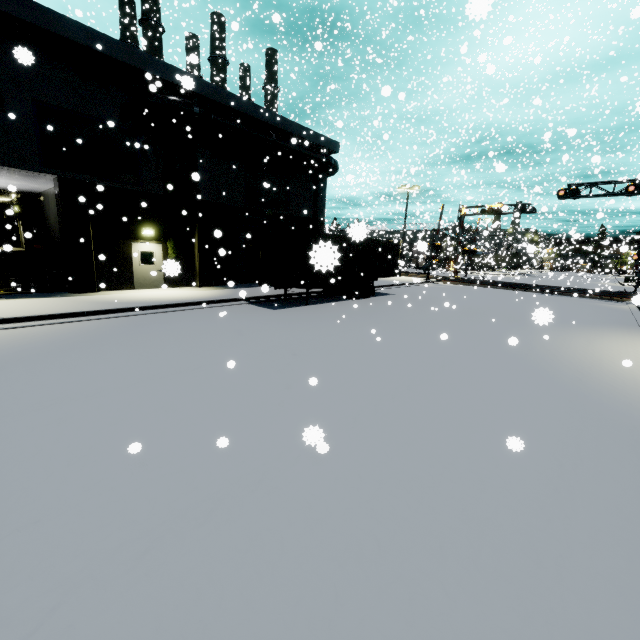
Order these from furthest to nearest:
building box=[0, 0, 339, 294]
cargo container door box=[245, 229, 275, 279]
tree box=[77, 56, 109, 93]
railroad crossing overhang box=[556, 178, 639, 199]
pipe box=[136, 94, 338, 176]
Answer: railroad crossing overhang box=[556, 178, 639, 199]
pipe box=[136, 94, 338, 176]
cargo container door box=[245, 229, 275, 279]
tree box=[77, 56, 109, 93]
building box=[0, 0, 339, 294]

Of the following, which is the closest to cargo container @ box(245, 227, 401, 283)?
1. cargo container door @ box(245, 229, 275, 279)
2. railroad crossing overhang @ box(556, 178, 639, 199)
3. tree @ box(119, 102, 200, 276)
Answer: cargo container door @ box(245, 229, 275, 279)

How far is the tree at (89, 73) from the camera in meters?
13.5

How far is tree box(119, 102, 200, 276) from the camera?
15.2 meters

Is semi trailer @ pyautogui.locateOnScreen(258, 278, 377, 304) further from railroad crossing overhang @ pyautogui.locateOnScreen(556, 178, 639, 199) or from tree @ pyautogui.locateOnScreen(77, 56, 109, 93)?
railroad crossing overhang @ pyautogui.locateOnScreen(556, 178, 639, 199)

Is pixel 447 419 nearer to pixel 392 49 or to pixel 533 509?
pixel 533 509

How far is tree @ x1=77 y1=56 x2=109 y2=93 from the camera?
13.5m

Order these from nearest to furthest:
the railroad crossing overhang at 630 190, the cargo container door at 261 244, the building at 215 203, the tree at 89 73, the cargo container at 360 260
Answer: the cargo container at 360 260
the building at 215 203
the tree at 89 73
the cargo container door at 261 244
the railroad crossing overhang at 630 190
